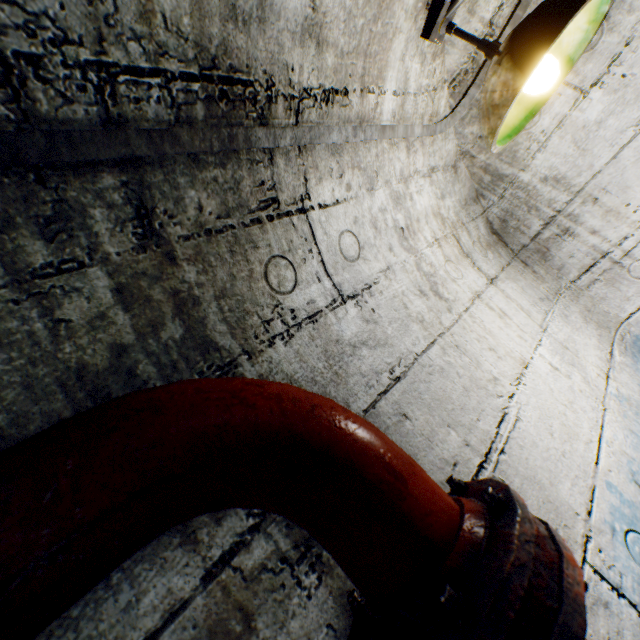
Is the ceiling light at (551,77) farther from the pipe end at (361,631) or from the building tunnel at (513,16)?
the pipe end at (361,631)

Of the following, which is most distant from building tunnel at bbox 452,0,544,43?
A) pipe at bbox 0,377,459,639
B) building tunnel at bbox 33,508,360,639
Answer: building tunnel at bbox 33,508,360,639

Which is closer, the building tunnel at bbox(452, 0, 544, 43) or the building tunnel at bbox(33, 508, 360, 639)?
the building tunnel at bbox(33, 508, 360, 639)

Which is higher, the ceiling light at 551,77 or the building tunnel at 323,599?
the ceiling light at 551,77

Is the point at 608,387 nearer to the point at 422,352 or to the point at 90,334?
the point at 422,352

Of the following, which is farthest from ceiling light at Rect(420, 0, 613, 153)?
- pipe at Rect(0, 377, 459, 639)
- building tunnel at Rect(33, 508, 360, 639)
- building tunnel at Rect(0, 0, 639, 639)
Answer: building tunnel at Rect(33, 508, 360, 639)

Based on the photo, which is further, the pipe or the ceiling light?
the ceiling light
